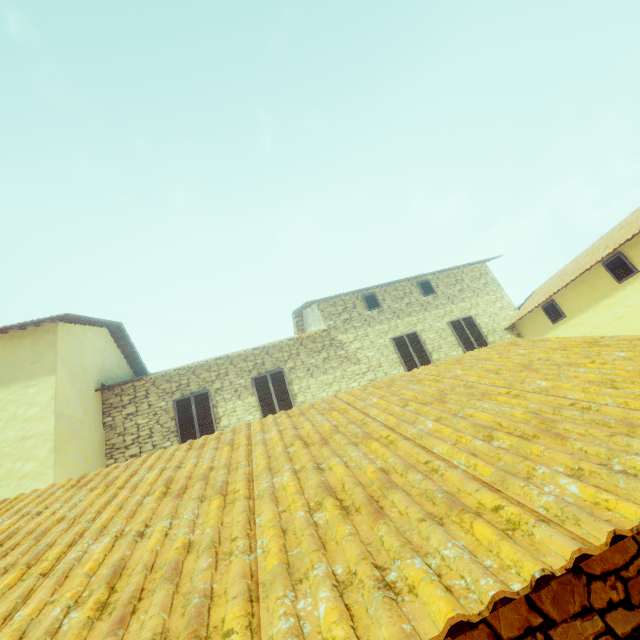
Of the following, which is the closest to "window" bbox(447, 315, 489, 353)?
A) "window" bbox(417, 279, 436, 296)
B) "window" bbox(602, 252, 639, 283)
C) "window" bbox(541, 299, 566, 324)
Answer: "window" bbox(602, 252, 639, 283)

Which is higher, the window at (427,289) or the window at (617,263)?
the window at (427,289)

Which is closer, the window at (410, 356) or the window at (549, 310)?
the window at (549, 310)

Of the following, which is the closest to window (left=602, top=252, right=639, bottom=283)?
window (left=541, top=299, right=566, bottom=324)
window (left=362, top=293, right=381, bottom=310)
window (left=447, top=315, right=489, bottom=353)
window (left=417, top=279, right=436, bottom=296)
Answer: window (left=541, top=299, right=566, bottom=324)

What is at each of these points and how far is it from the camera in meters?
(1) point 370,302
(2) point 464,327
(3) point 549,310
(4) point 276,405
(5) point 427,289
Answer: (1) window, 12.6 m
(2) window, 12.4 m
(3) window, 11.2 m
(4) window, 10.3 m
(5) window, 13.2 m

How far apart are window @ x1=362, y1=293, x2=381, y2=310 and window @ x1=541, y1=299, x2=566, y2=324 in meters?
5.6 m

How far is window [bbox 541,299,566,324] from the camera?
10.8 meters

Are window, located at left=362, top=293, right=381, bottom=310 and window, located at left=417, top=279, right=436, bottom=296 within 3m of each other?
yes
